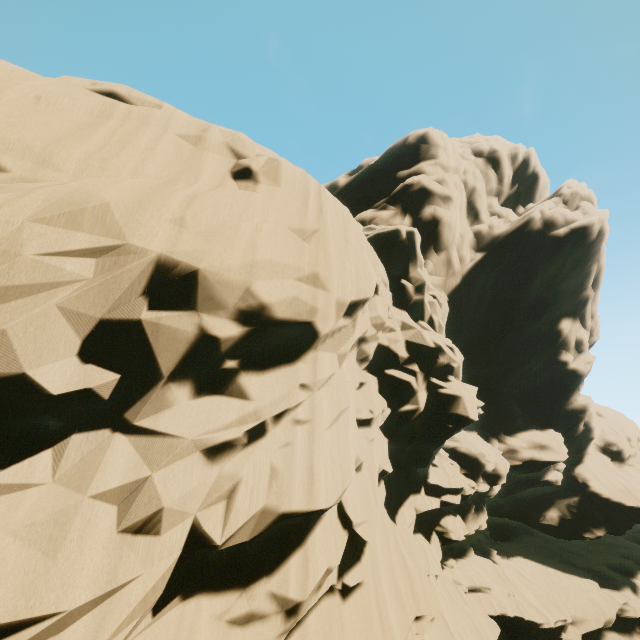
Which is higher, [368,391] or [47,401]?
[368,391]
